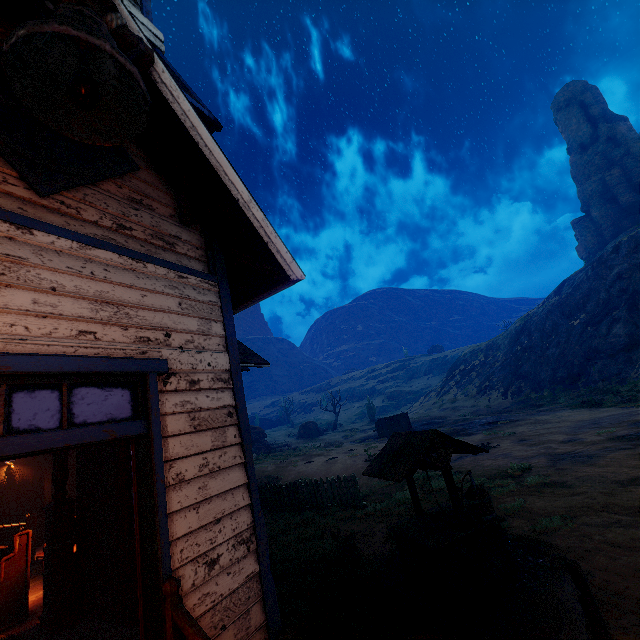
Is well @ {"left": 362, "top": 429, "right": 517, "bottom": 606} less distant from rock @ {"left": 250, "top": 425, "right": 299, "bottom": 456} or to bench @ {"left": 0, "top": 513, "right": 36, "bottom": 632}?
bench @ {"left": 0, "top": 513, "right": 36, "bottom": 632}

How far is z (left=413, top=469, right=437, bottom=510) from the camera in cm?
906

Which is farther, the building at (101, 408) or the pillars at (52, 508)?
the pillars at (52, 508)

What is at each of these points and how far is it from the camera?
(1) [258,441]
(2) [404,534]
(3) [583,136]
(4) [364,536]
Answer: (1) rock, 34.0m
(2) well, 5.5m
(3) rock, 47.8m
(4) z, 7.9m

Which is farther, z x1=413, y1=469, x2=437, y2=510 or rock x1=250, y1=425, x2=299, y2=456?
rock x1=250, y1=425, x2=299, y2=456

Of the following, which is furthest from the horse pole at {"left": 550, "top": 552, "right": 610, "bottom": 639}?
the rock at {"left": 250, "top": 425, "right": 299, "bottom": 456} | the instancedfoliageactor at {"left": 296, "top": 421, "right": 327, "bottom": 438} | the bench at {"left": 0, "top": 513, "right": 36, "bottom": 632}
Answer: the instancedfoliageactor at {"left": 296, "top": 421, "right": 327, "bottom": 438}

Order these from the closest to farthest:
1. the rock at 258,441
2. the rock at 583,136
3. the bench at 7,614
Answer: the bench at 7,614 < the rock at 258,441 < the rock at 583,136

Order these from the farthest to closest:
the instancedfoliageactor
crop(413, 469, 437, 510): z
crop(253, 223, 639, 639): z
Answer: the instancedfoliageactor
crop(413, 469, 437, 510): z
crop(253, 223, 639, 639): z
